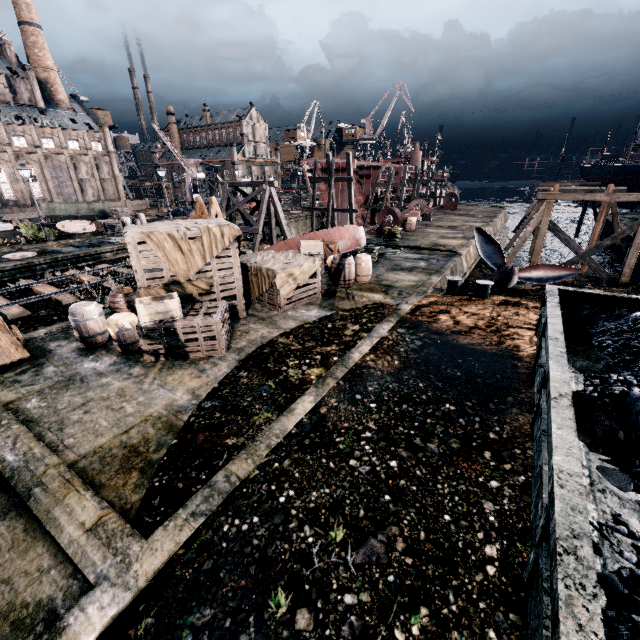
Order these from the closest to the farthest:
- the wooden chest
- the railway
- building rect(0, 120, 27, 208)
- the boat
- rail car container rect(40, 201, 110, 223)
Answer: the wooden chest, the railway, the boat, rail car container rect(40, 201, 110, 223), building rect(0, 120, 27, 208)

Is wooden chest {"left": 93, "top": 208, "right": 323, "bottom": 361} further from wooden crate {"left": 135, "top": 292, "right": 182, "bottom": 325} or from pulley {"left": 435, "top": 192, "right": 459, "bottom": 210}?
pulley {"left": 435, "top": 192, "right": 459, "bottom": 210}

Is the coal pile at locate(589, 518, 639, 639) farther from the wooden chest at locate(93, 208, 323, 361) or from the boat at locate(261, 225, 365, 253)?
the boat at locate(261, 225, 365, 253)

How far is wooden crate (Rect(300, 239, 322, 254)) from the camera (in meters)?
17.22

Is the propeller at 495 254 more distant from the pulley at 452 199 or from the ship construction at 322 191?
the pulley at 452 199

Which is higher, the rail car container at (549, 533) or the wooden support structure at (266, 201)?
the wooden support structure at (266, 201)

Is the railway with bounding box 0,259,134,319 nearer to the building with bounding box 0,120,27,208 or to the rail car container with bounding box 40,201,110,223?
the building with bounding box 0,120,27,208

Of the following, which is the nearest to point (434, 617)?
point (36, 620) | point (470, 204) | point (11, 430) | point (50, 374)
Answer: point (36, 620)
